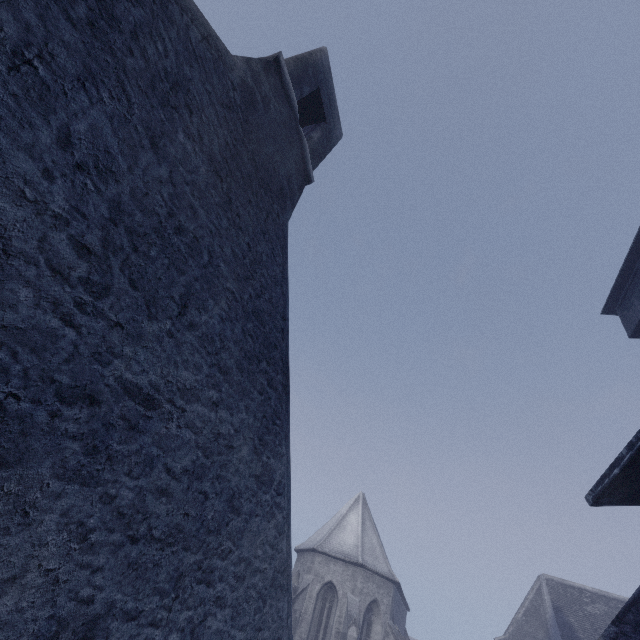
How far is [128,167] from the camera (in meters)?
2.53

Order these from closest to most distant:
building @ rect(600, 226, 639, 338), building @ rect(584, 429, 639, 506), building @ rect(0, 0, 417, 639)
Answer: building @ rect(0, 0, 417, 639) < building @ rect(584, 429, 639, 506) < building @ rect(600, 226, 639, 338)

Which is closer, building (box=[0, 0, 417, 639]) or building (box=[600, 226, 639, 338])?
building (box=[0, 0, 417, 639])

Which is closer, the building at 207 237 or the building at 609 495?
the building at 207 237

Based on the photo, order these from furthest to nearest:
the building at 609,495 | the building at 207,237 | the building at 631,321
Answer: the building at 631,321 → the building at 609,495 → the building at 207,237

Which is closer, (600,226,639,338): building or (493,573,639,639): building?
(493,573,639,639): building

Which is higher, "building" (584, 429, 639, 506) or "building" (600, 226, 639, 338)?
"building" (600, 226, 639, 338)
